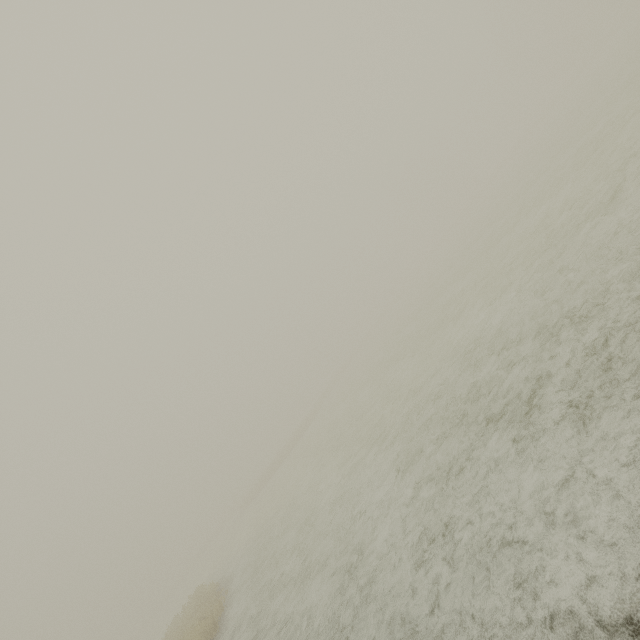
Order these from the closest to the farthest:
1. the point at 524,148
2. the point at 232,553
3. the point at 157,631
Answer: the point at 232,553
the point at 157,631
the point at 524,148
